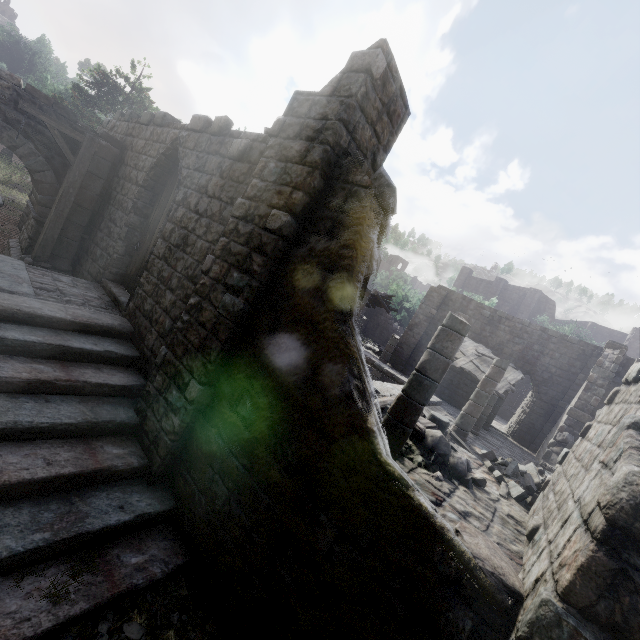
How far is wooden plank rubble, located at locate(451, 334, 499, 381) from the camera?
15.18m

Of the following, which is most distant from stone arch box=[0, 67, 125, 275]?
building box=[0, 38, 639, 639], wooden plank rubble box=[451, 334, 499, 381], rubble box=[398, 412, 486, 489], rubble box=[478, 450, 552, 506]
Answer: wooden plank rubble box=[451, 334, 499, 381]

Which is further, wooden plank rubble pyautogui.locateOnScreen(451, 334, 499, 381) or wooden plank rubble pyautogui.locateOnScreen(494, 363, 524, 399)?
wooden plank rubble pyautogui.locateOnScreen(451, 334, 499, 381)

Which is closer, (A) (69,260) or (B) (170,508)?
(B) (170,508)

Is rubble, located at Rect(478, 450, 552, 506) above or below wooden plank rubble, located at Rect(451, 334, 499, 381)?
below

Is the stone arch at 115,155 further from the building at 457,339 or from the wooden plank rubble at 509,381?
the wooden plank rubble at 509,381

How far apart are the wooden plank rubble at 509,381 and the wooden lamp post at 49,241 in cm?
1548
